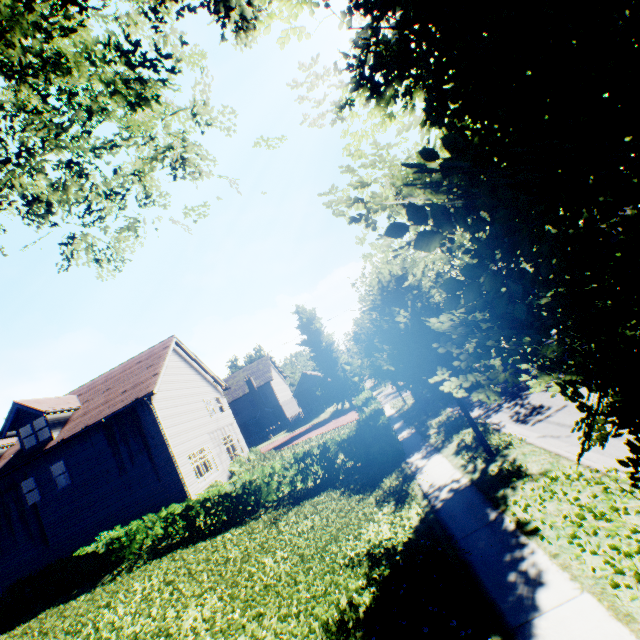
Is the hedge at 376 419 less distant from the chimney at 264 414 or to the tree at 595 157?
the tree at 595 157

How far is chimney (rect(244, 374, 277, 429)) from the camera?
44.8 meters

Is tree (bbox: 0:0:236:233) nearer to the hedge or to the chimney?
the hedge

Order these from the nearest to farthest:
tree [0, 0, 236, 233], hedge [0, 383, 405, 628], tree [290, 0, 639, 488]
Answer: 1. tree [290, 0, 639, 488]
2. tree [0, 0, 236, 233]
3. hedge [0, 383, 405, 628]

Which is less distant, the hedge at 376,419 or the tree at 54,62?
the tree at 54,62

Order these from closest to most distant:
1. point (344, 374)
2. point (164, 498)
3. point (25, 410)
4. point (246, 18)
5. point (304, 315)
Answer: point (246, 18) < point (164, 498) < point (25, 410) < point (344, 374) < point (304, 315)

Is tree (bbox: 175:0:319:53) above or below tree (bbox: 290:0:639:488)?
above
